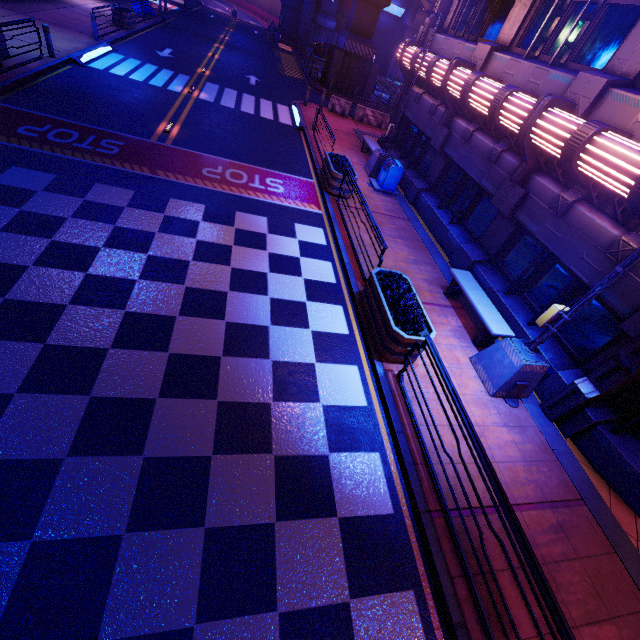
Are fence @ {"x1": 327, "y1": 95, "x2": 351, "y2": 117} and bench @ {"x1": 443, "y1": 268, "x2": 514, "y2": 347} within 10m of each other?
no

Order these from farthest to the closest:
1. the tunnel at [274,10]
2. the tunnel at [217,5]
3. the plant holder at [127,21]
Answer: the tunnel at [274,10] → the tunnel at [217,5] → the plant holder at [127,21]

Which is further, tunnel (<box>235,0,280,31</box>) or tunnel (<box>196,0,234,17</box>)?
tunnel (<box>235,0,280,31</box>)

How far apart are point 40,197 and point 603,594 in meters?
13.2

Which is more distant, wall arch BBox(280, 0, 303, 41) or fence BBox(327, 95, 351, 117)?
wall arch BBox(280, 0, 303, 41)

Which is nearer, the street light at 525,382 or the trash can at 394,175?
the street light at 525,382

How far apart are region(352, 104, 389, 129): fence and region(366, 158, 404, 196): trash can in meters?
10.5 m

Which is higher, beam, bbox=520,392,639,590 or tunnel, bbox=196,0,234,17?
beam, bbox=520,392,639,590
